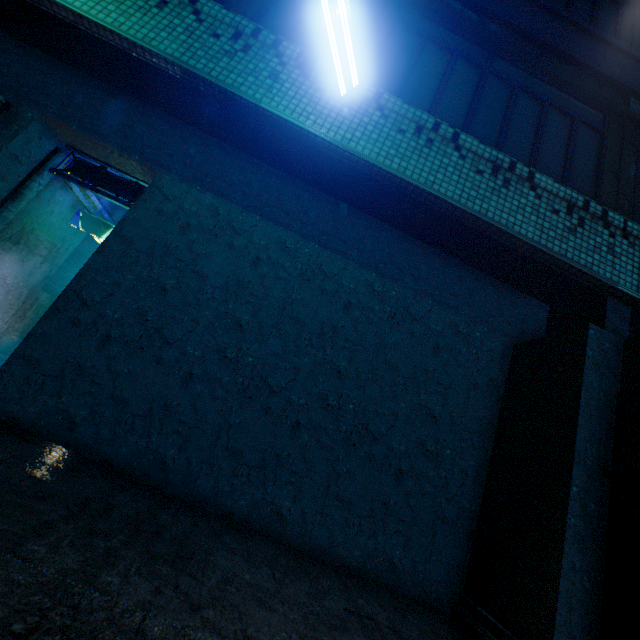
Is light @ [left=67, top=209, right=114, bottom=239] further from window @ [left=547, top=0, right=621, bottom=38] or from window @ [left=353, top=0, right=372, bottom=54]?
window @ [left=547, top=0, right=621, bottom=38]

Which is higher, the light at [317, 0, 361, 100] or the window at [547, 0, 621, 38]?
the window at [547, 0, 621, 38]

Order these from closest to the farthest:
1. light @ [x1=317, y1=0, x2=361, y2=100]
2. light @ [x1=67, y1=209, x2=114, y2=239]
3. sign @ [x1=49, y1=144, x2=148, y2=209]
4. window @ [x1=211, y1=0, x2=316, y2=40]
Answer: light @ [x1=317, y1=0, x2=361, y2=100] → window @ [x1=211, y1=0, x2=316, y2=40] → sign @ [x1=49, y1=144, x2=148, y2=209] → light @ [x1=67, y1=209, x2=114, y2=239]

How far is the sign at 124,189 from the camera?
4.3m

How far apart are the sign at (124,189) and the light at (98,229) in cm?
83

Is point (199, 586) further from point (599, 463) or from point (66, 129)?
A: point (66, 129)

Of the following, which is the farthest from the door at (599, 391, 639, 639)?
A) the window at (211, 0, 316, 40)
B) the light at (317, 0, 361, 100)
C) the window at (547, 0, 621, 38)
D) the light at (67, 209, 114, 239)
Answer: the light at (67, 209, 114, 239)

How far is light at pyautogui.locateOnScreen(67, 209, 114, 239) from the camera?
5.11m
